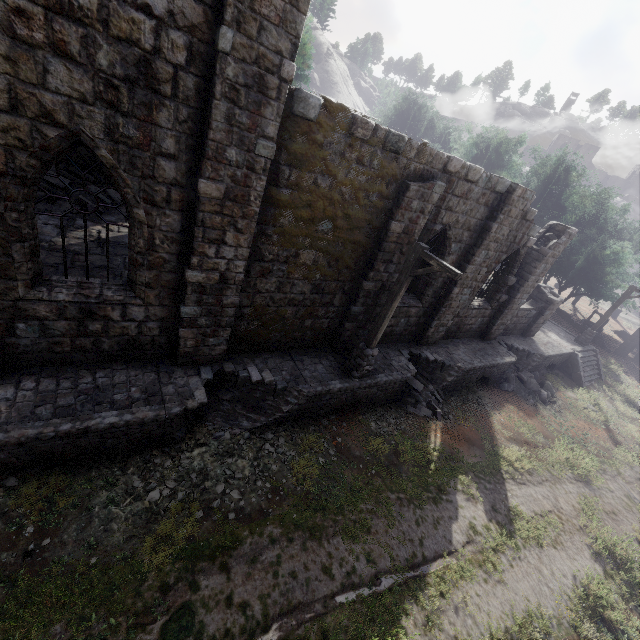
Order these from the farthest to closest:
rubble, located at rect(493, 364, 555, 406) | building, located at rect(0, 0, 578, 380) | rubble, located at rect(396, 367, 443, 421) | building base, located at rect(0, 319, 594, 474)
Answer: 1. rubble, located at rect(493, 364, 555, 406)
2. rubble, located at rect(396, 367, 443, 421)
3. building base, located at rect(0, 319, 594, 474)
4. building, located at rect(0, 0, 578, 380)

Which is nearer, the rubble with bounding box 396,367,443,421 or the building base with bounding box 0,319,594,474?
the building base with bounding box 0,319,594,474

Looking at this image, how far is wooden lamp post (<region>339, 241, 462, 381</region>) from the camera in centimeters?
827cm

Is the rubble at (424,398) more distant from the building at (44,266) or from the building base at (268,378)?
the building at (44,266)

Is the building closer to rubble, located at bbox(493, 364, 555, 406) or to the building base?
the building base

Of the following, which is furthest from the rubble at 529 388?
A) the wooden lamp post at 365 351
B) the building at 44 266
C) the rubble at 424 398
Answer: the wooden lamp post at 365 351

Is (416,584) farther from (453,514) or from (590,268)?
(590,268)

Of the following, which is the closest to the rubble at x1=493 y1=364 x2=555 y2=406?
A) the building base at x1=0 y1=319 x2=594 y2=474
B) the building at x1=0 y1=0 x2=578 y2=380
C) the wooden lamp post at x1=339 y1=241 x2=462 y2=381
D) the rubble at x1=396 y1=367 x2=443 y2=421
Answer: the building base at x1=0 y1=319 x2=594 y2=474
